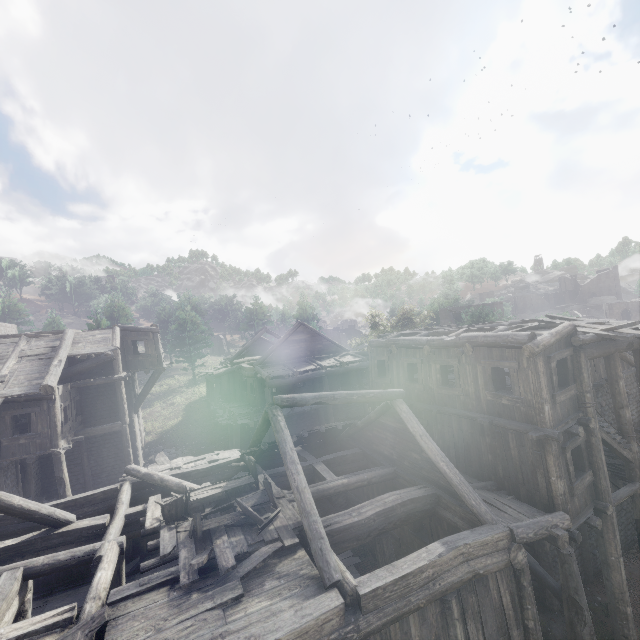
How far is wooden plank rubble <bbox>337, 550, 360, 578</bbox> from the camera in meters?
13.5 m

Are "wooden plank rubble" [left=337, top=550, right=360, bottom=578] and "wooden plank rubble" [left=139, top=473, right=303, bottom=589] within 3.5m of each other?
no

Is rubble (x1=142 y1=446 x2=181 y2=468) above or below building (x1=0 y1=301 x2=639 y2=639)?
above

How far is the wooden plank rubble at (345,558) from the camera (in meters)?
13.51

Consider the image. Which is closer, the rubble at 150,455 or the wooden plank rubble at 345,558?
the wooden plank rubble at 345,558

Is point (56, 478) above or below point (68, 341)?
below

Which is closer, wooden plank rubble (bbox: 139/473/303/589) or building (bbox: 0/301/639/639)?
building (bbox: 0/301/639/639)

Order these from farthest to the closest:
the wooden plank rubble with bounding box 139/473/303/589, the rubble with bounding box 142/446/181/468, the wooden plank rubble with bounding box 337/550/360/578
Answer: the rubble with bounding box 142/446/181/468 → the wooden plank rubble with bounding box 337/550/360/578 → the wooden plank rubble with bounding box 139/473/303/589
